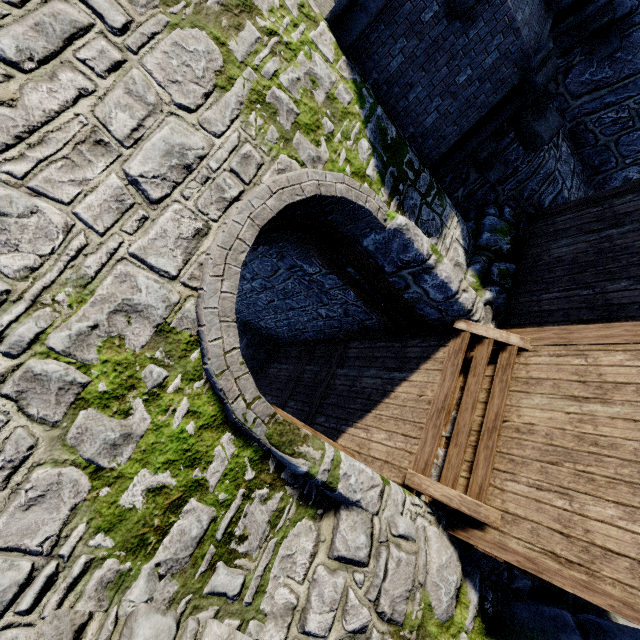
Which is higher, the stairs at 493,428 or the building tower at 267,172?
the building tower at 267,172

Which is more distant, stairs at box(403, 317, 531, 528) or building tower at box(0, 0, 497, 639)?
stairs at box(403, 317, 531, 528)

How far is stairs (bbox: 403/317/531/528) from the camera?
4.1 meters

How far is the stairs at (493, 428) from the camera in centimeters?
405cm

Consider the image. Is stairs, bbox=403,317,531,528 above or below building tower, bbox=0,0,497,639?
below

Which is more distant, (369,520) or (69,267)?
(369,520)
